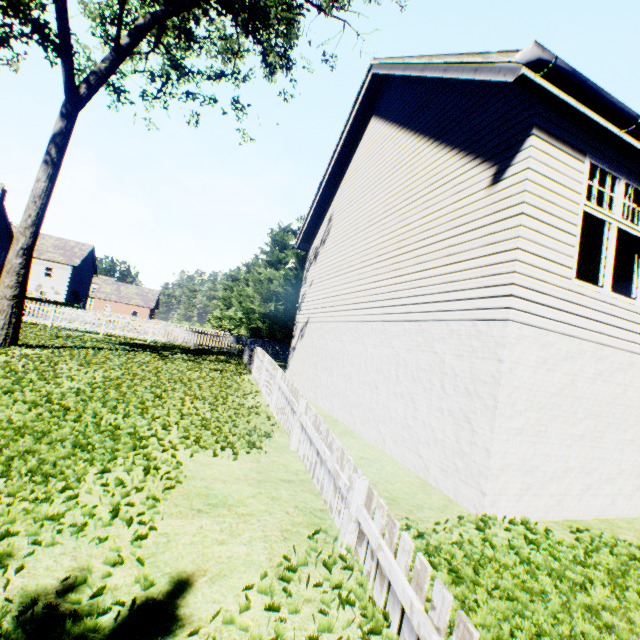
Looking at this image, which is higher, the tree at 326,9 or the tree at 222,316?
the tree at 326,9

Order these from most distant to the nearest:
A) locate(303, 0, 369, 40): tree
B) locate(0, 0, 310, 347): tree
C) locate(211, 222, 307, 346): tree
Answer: locate(211, 222, 307, 346): tree, locate(303, 0, 369, 40): tree, locate(0, 0, 310, 347): tree

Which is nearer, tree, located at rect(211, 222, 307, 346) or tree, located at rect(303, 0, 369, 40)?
tree, located at rect(303, 0, 369, 40)

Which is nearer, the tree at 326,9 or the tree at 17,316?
the tree at 17,316

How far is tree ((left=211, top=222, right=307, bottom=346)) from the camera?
25.7 meters

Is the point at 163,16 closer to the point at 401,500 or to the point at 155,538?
the point at 155,538
